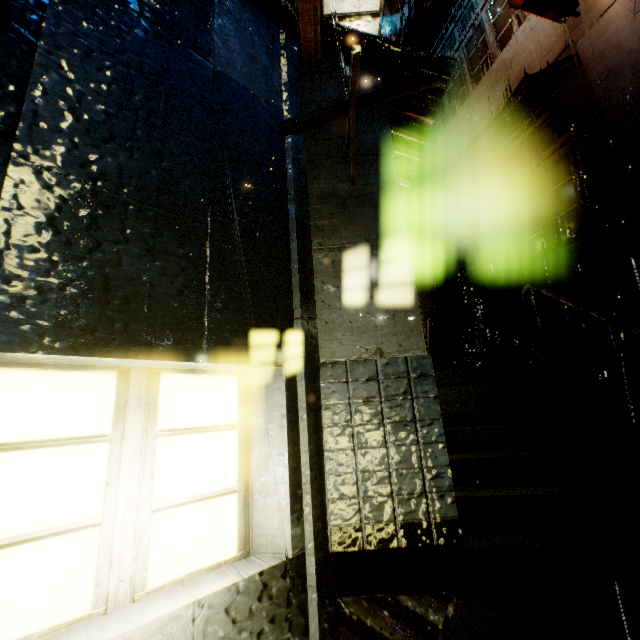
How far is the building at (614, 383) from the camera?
8.0 meters

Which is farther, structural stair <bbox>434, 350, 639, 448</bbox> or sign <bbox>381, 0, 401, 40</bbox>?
sign <bbox>381, 0, 401, 40</bbox>

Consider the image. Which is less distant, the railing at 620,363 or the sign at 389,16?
the railing at 620,363

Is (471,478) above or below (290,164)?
below

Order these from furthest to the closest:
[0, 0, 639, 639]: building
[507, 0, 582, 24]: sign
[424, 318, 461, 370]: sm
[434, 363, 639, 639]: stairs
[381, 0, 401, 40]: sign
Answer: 1. [381, 0, 401, 40]: sign
2. [424, 318, 461, 370]: sm
3. [507, 0, 582, 24]: sign
4. [434, 363, 639, 639]: stairs
5. [0, 0, 639, 639]: building

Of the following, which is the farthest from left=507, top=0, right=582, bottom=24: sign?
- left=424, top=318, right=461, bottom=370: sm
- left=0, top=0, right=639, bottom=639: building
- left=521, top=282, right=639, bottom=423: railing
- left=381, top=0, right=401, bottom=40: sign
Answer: left=424, top=318, right=461, bottom=370: sm

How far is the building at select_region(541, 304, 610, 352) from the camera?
8.3m
